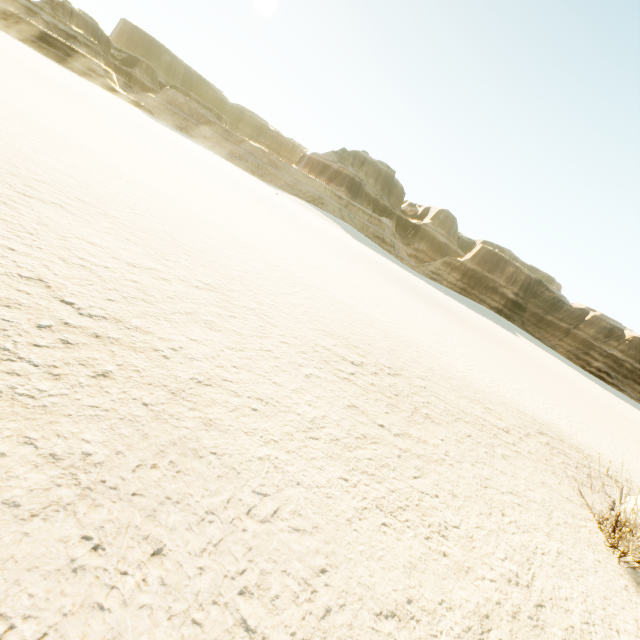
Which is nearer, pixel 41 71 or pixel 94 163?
pixel 94 163
